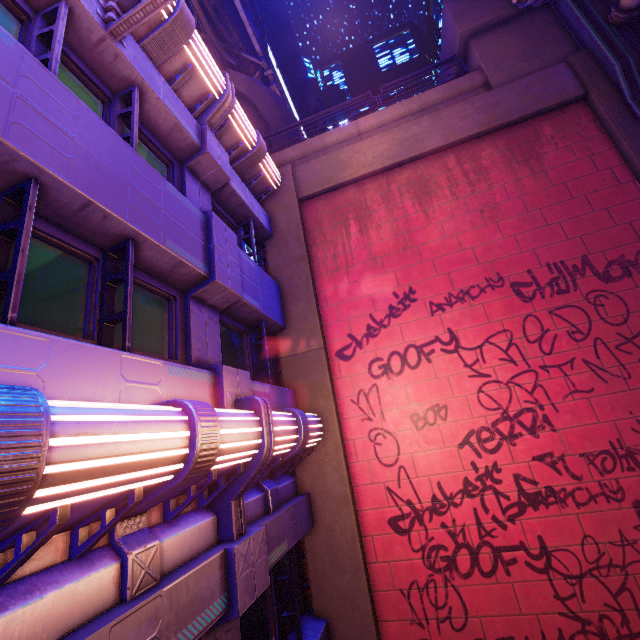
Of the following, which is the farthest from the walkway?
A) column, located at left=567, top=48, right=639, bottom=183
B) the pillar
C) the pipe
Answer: column, located at left=567, top=48, right=639, bottom=183

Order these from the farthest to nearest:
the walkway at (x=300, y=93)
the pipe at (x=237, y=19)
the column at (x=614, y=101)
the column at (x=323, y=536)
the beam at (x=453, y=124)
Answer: the walkway at (x=300, y=93)
the pipe at (x=237, y=19)
the beam at (x=453, y=124)
the column at (x=614, y=101)
the column at (x=323, y=536)

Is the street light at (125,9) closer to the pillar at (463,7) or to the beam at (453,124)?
the beam at (453,124)

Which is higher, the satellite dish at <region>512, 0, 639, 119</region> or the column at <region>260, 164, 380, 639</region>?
the satellite dish at <region>512, 0, 639, 119</region>

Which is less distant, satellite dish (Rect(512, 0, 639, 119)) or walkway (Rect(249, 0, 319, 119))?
satellite dish (Rect(512, 0, 639, 119))

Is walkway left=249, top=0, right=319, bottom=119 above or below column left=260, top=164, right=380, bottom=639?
above

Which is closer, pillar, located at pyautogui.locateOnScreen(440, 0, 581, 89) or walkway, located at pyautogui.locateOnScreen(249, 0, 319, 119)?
pillar, located at pyautogui.locateOnScreen(440, 0, 581, 89)

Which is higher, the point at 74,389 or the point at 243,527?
the point at 74,389
